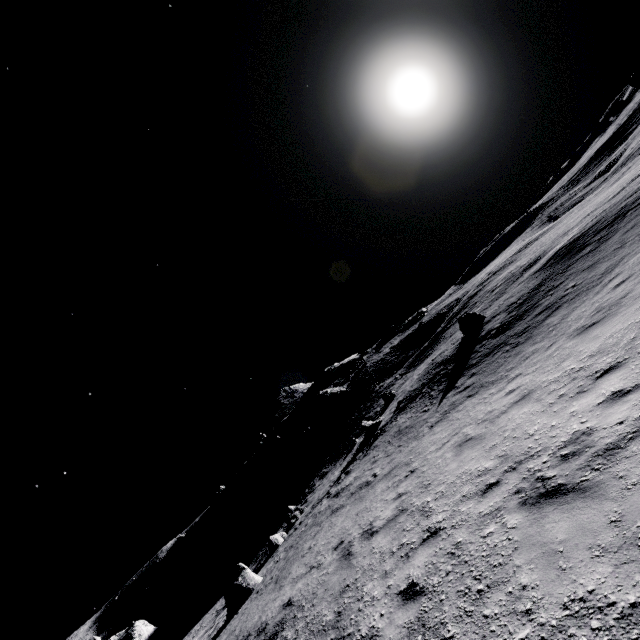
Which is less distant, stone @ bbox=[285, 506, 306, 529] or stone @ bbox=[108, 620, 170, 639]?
stone @ bbox=[285, 506, 306, 529]

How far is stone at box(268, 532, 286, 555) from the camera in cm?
2028

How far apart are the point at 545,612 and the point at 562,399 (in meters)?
4.07

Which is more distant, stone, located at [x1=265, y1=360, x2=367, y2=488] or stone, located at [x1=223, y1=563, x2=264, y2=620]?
stone, located at [x1=265, y1=360, x2=367, y2=488]

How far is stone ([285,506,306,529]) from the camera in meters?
23.2 m

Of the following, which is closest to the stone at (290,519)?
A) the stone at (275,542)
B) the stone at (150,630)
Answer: the stone at (275,542)

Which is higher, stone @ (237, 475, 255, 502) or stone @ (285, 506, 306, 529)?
stone @ (237, 475, 255, 502)

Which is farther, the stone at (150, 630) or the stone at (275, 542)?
the stone at (150, 630)
